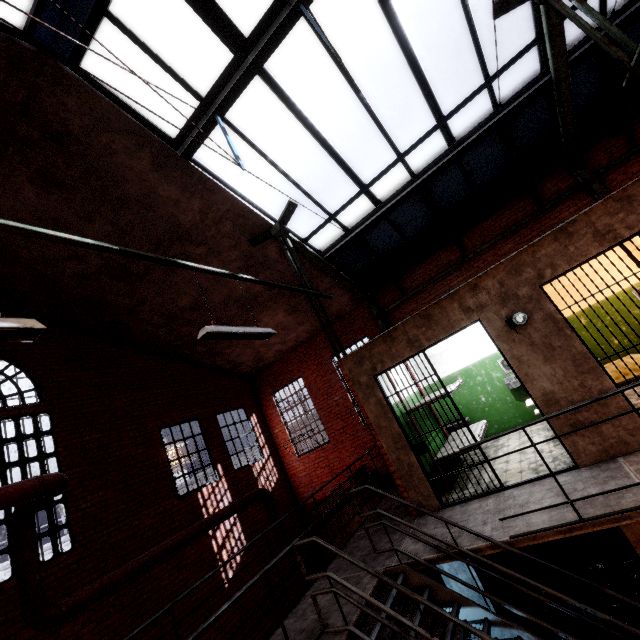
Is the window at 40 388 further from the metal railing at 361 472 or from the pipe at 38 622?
the pipe at 38 622

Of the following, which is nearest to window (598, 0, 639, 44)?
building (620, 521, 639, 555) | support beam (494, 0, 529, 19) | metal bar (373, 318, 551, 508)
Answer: support beam (494, 0, 529, 19)

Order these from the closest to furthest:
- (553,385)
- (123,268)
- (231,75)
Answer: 1. (553,385)
2. (231,75)
3. (123,268)

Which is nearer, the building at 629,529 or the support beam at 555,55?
the support beam at 555,55

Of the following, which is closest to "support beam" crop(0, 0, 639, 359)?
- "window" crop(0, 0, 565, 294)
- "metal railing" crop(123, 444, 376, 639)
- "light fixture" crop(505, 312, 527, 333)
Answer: "window" crop(0, 0, 565, 294)

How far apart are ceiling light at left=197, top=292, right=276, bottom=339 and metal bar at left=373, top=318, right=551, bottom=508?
2.34m

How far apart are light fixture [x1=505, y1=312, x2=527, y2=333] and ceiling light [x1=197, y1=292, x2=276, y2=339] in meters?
3.5

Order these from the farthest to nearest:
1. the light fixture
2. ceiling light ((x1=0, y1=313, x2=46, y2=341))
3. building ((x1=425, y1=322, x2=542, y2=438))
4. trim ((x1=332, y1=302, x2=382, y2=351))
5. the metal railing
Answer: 1. trim ((x1=332, y1=302, x2=382, y2=351))
2. building ((x1=425, y1=322, x2=542, y2=438))
3. the light fixture
4. the metal railing
5. ceiling light ((x1=0, y1=313, x2=46, y2=341))
